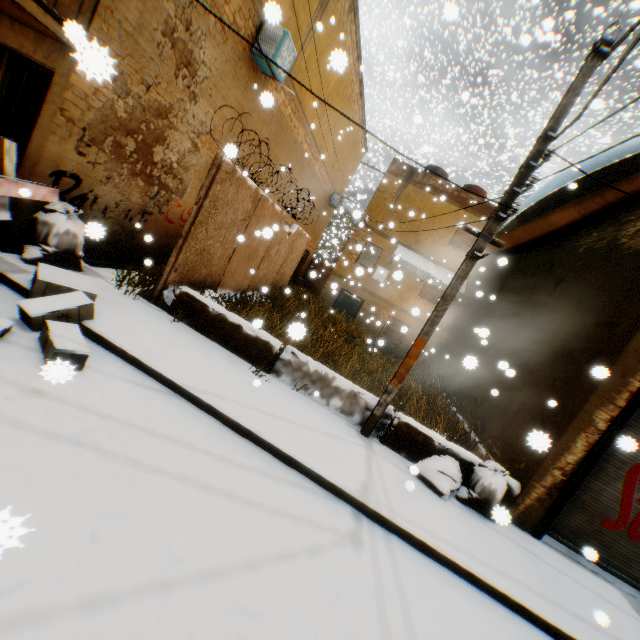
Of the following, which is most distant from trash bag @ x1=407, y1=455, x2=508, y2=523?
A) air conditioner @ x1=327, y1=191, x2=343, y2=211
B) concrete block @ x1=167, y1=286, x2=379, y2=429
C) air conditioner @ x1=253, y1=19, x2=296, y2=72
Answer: air conditioner @ x1=327, y1=191, x2=343, y2=211

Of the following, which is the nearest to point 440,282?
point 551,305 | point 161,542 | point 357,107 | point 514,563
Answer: point 551,305

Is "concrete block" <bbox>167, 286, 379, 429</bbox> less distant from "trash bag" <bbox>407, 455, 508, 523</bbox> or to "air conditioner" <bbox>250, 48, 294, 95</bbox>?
"trash bag" <bbox>407, 455, 508, 523</bbox>

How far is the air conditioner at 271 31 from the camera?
7.90m

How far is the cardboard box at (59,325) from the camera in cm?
371

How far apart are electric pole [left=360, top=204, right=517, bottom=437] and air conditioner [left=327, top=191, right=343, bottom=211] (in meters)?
16.12

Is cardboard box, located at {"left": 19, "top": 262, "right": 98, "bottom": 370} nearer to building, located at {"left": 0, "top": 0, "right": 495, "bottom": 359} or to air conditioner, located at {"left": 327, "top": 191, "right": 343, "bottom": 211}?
building, located at {"left": 0, "top": 0, "right": 495, "bottom": 359}

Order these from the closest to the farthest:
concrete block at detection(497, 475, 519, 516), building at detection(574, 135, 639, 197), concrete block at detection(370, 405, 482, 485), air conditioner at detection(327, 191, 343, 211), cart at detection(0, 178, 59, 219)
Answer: concrete block at detection(497, 475, 519, 516), cart at detection(0, 178, 59, 219), concrete block at detection(370, 405, 482, 485), building at detection(574, 135, 639, 197), air conditioner at detection(327, 191, 343, 211)
